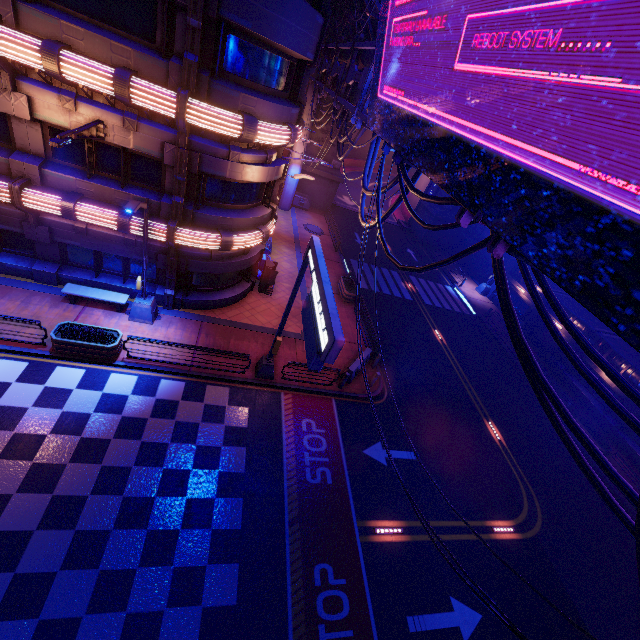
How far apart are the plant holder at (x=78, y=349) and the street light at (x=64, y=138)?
6.69m

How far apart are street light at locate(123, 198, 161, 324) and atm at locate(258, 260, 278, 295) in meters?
5.9 m

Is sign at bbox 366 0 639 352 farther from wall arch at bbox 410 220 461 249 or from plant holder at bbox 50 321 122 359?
wall arch at bbox 410 220 461 249

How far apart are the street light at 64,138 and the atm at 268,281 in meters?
9.2 m

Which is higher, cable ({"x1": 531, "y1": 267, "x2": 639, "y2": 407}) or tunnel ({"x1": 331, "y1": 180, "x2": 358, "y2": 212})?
cable ({"x1": 531, "y1": 267, "x2": 639, "y2": 407})

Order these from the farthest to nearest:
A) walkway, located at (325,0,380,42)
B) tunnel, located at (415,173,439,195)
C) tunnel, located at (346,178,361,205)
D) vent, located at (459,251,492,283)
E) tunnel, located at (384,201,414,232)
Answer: tunnel, located at (346,178,361,205), tunnel, located at (384,201,414,232), tunnel, located at (415,173,439,195), vent, located at (459,251,492,283), walkway, located at (325,0,380,42)

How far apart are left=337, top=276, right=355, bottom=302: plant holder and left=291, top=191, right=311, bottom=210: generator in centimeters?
1322cm

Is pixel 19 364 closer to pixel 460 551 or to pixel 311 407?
pixel 311 407
